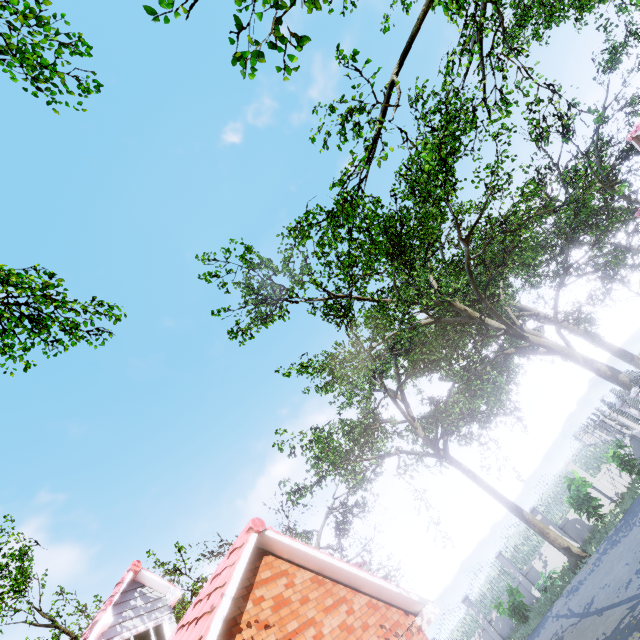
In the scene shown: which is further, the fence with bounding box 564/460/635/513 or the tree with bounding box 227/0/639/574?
the fence with bounding box 564/460/635/513

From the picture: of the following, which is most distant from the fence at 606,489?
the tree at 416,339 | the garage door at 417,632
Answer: the garage door at 417,632

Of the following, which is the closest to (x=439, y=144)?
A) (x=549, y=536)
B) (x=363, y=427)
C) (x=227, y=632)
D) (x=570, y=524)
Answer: (x=227, y=632)

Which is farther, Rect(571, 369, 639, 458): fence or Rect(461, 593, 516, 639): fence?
Rect(461, 593, 516, 639): fence

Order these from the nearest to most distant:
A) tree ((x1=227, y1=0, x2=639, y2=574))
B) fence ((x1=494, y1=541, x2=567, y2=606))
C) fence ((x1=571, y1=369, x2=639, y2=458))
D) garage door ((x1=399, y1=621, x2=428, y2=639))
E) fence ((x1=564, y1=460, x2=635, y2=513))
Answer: garage door ((x1=399, y1=621, x2=428, y2=639)) → tree ((x1=227, y1=0, x2=639, y2=574)) → fence ((x1=571, y1=369, x2=639, y2=458)) → fence ((x1=564, y1=460, x2=635, y2=513)) → fence ((x1=494, y1=541, x2=567, y2=606))

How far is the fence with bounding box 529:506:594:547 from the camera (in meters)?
16.78

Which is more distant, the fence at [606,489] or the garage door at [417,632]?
the fence at [606,489]

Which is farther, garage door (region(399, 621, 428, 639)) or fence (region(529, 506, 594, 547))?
fence (region(529, 506, 594, 547))
